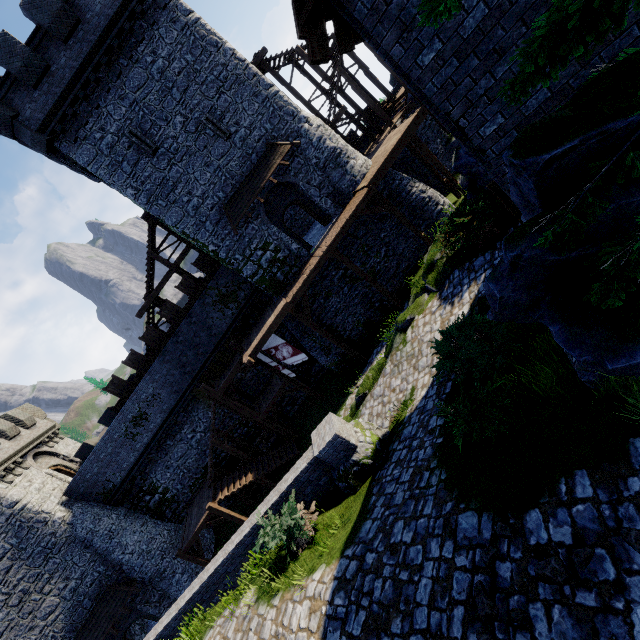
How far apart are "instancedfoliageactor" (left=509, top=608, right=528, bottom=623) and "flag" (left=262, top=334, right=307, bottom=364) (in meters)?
15.08

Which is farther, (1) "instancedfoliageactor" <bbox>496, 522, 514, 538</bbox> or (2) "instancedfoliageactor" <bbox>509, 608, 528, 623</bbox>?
(1) "instancedfoliageactor" <bbox>496, 522, 514, 538</bbox>

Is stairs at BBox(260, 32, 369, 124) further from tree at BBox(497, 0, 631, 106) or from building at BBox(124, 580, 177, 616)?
building at BBox(124, 580, 177, 616)

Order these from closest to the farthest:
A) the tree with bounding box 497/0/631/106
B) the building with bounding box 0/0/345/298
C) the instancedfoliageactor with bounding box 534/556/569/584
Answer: the tree with bounding box 497/0/631/106, the instancedfoliageactor with bounding box 534/556/569/584, the building with bounding box 0/0/345/298

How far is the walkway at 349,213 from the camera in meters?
17.4 m

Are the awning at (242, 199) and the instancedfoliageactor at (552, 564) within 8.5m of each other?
no

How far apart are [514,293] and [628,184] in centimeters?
134cm

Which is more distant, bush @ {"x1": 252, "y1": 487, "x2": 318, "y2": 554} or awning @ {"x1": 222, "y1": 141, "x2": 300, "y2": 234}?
awning @ {"x1": 222, "y1": 141, "x2": 300, "y2": 234}
